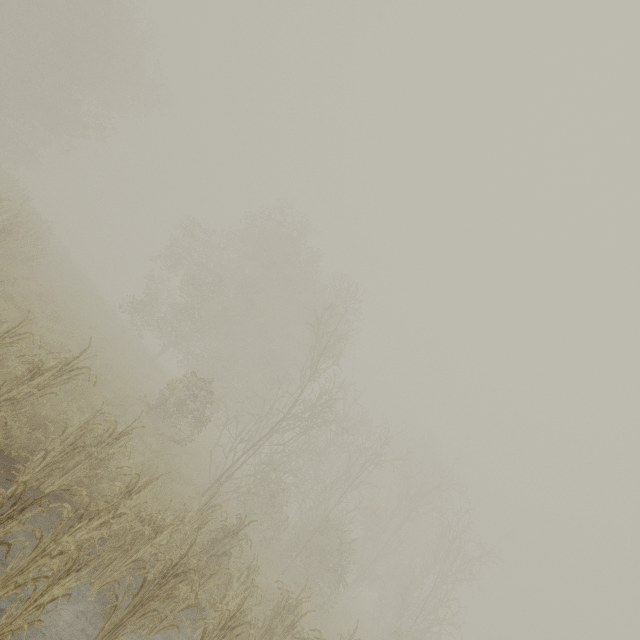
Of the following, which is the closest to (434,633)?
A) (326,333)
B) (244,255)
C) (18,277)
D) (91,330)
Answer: (326,333)
